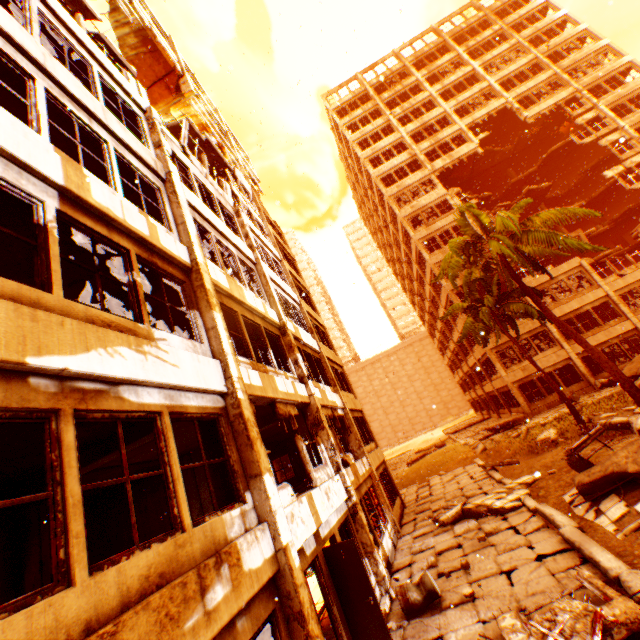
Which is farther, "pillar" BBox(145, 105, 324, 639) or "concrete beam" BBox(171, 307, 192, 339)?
"concrete beam" BBox(171, 307, 192, 339)

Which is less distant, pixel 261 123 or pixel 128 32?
pixel 261 123

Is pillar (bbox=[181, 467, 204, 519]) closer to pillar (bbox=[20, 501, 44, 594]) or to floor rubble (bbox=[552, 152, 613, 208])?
pillar (bbox=[20, 501, 44, 594])

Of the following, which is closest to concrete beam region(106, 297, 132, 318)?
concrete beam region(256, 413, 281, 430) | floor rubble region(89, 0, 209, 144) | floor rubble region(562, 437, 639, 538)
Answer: concrete beam region(256, 413, 281, 430)

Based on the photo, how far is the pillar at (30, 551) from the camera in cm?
629

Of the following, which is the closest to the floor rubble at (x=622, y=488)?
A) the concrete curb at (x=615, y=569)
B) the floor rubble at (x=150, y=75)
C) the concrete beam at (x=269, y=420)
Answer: the concrete curb at (x=615, y=569)

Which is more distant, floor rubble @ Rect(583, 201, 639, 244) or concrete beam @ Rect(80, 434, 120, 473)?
floor rubble @ Rect(583, 201, 639, 244)

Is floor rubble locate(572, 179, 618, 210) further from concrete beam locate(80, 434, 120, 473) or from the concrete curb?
concrete beam locate(80, 434, 120, 473)
